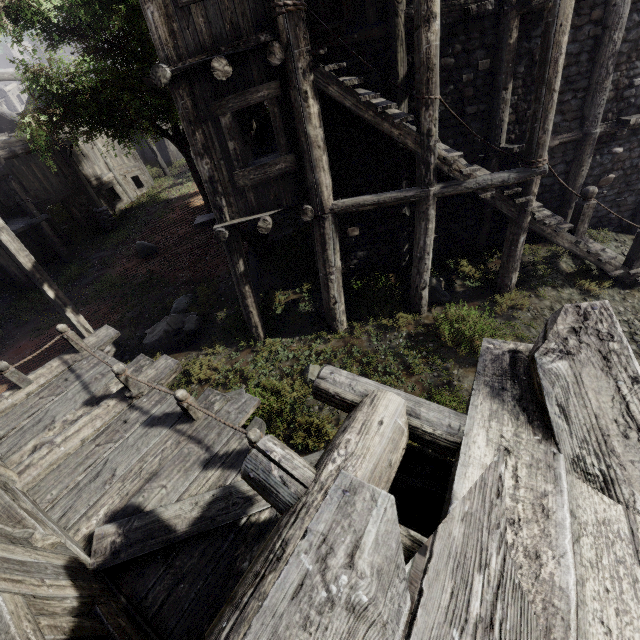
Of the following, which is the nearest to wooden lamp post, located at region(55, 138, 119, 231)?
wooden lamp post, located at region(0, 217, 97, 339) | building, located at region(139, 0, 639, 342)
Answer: building, located at region(139, 0, 639, 342)

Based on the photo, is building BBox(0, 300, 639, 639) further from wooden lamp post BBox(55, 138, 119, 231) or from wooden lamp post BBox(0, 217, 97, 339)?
wooden lamp post BBox(0, 217, 97, 339)

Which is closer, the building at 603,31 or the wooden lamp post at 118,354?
the building at 603,31

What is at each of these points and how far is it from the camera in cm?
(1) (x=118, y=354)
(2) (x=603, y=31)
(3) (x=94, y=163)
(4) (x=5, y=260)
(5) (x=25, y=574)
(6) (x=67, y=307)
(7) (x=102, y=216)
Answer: (1) wooden lamp post, 977
(2) building, 727
(3) building, 1998
(4) building, 1410
(5) building, 283
(6) wooden lamp post, 854
(7) wooden lamp post, 1845

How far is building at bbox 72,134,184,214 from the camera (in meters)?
19.69

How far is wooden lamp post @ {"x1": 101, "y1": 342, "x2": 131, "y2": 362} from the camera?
9.5 meters

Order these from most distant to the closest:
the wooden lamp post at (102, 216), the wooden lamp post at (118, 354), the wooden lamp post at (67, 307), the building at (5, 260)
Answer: the wooden lamp post at (102, 216) → the building at (5, 260) → the wooden lamp post at (118, 354) → the wooden lamp post at (67, 307)
